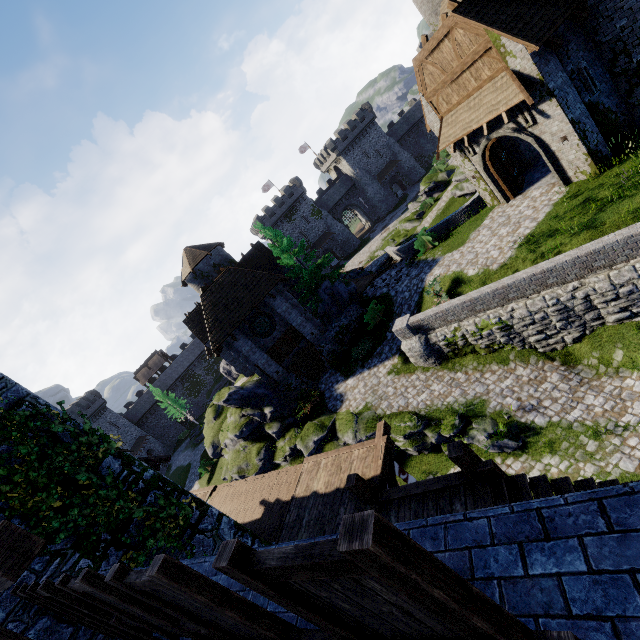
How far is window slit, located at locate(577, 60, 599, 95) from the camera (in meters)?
13.02

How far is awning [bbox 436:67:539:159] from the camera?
12.88m

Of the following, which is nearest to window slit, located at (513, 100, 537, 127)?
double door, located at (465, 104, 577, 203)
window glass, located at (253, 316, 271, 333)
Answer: double door, located at (465, 104, 577, 203)

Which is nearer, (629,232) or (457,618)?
(457,618)

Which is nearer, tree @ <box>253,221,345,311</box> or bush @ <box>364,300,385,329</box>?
bush @ <box>364,300,385,329</box>

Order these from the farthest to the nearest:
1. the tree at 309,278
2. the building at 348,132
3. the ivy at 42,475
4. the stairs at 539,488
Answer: the building at 348,132 → the tree at 309,278 → the ivy at 42,475 → the stairs at 539,488

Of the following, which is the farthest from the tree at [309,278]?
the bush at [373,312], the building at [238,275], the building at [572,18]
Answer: the building at [572,18]

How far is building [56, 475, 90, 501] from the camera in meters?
7.4
